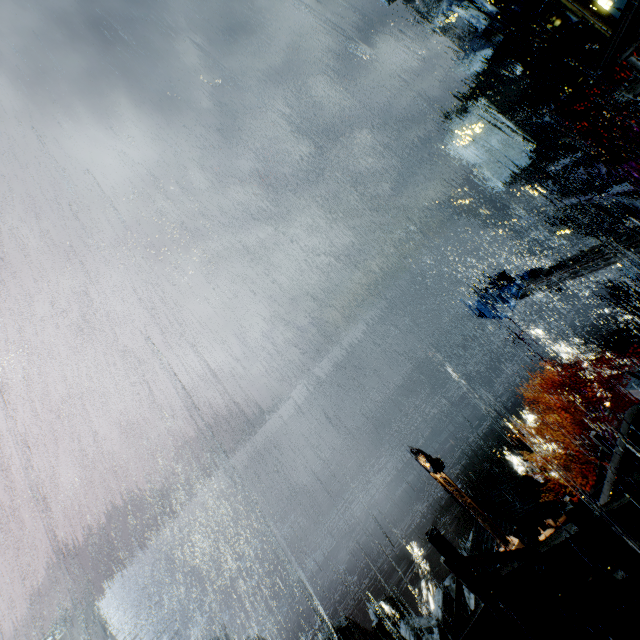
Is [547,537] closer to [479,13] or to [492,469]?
[492,469]

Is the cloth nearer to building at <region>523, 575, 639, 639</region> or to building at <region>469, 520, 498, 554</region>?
building at <region>523, 575, 639, 639</region>

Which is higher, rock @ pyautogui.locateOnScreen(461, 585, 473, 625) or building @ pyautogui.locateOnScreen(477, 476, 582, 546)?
building @ pyautogui.locateOnScreen(477, 476, 582, 546)

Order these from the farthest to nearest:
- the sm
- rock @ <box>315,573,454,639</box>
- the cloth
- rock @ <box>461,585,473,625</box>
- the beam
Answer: rock @ <box>315,573,454,639</box> < rock @ <box>461,585,473,625</box> < the cloth < the beam < the sm

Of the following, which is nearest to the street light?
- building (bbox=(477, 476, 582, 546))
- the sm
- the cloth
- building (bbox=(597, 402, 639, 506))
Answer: building (bbox=(597, 402, 639, 506))

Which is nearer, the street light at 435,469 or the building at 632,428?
the building at 632,428

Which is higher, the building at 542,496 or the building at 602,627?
the building at 602,627

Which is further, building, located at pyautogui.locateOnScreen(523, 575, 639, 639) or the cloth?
the cloth
